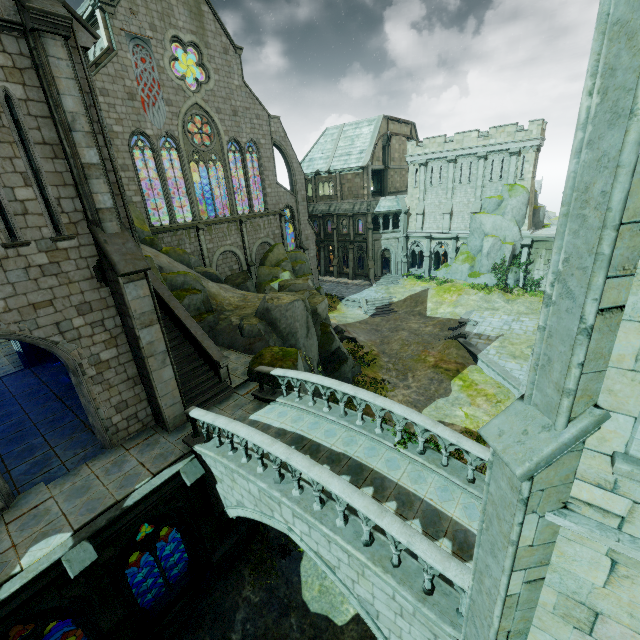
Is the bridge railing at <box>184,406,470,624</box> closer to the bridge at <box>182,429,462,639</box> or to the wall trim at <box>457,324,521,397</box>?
the bridge at <box>182,429,462,639</box>

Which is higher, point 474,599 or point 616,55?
point 616,55

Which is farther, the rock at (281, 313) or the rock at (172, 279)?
the rock at (172, 279)

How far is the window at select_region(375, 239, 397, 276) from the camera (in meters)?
43.06

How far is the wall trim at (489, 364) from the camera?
20.9 meters

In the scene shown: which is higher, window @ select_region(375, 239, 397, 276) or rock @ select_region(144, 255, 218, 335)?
rock @ select_region(144, 255, 218, 335)

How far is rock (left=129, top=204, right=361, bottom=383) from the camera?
17.3m

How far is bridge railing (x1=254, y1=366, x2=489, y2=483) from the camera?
8.3m
